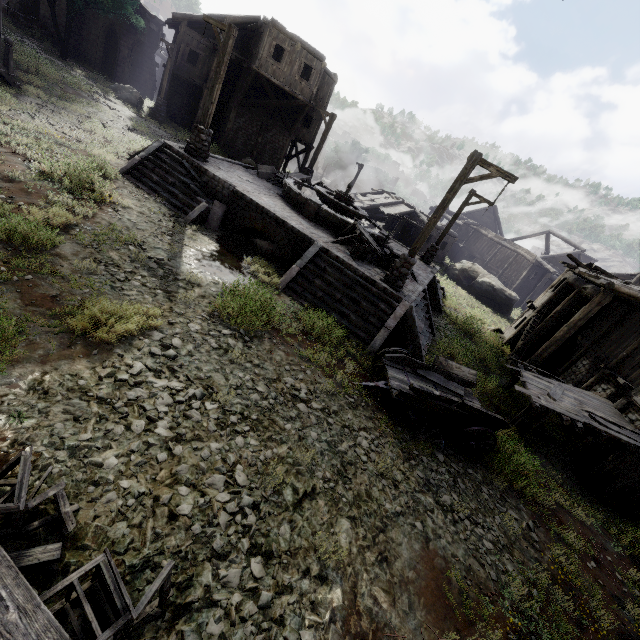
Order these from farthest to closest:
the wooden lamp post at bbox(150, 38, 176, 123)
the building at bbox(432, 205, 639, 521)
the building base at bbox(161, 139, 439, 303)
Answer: the wooden lamp post at bbox(150, 38, 176, 123) → the building base at bbox(161, 139, 439, 303) → the building at bbox(432, 205, 639, 521)

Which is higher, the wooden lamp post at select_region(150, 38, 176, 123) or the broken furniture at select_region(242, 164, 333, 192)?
the broken furniture at select_region(242, 164, 333, 192)

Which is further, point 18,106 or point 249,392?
point 18,106

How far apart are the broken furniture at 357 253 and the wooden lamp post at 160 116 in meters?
19.3

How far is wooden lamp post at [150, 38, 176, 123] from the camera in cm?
2250

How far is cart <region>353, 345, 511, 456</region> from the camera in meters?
7.5 m

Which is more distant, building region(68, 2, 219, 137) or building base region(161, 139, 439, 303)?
building region(68, 2, 219, 137)

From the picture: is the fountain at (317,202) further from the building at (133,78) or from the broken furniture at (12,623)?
the broken furniture at (12,623)
